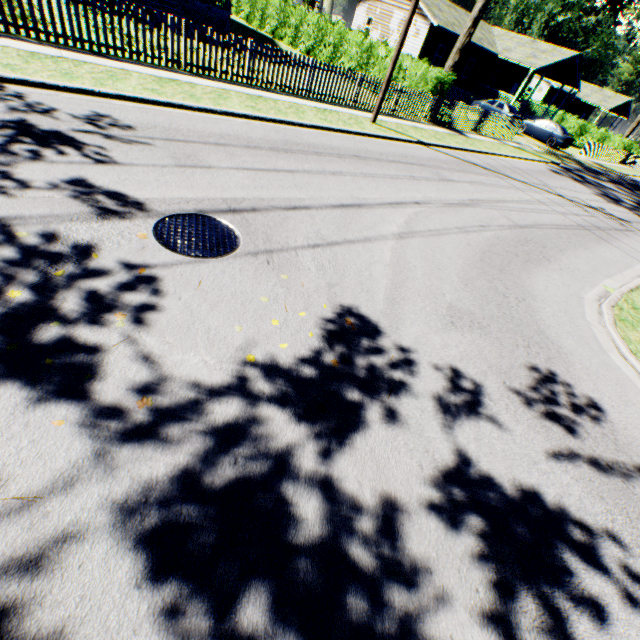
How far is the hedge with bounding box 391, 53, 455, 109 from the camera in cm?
1600

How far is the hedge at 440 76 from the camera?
16.0m

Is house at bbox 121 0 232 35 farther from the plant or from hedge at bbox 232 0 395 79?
the plant

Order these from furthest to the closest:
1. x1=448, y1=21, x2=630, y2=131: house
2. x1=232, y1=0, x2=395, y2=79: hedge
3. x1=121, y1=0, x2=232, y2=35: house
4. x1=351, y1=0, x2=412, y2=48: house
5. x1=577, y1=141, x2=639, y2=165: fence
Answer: x1=448, y1=21, x2=630, y2=131: house, x1=577, y1=141, x2=639, y2=165: fence, x1=351, y1=0, x2=412, y2=48: house, x1=232, y1=0, x2=395, y2=79: hedge, x1=121, y1=0, x2=232, y2=35: house

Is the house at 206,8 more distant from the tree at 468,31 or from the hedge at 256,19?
the tree at 468,31

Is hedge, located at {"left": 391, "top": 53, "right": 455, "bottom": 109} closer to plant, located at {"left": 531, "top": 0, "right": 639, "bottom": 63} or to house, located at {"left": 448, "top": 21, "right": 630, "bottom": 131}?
house, located at {"left": 448, "top": 21, "right": 630, "bottom": 131}

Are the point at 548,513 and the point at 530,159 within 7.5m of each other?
no

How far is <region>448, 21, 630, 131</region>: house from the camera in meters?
30.9 m
